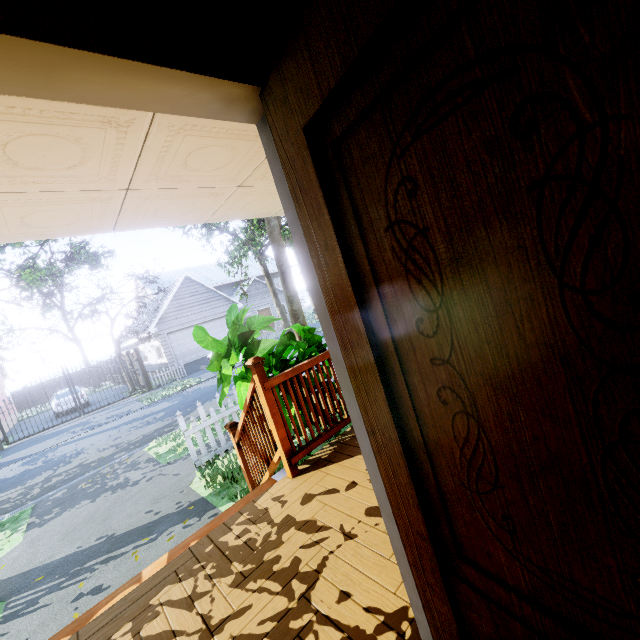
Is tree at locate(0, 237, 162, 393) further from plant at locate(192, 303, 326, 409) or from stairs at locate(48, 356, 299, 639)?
stairs at locate(48, 356, 299, 639)

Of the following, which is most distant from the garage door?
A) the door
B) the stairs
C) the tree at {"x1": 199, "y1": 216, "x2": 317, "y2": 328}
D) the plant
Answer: the door

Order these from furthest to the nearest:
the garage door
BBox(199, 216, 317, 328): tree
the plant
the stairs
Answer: the garage door
BBox(199, 216, 317, 328): tree
the plant
the stairs

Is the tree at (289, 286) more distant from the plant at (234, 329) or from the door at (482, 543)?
the door at (482, 543)

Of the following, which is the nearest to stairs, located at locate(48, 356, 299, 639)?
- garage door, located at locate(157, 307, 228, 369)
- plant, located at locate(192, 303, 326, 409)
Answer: plant, located at locate(192, 303, 326, 409)

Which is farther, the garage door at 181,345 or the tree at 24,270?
→ the garage door at 181,345

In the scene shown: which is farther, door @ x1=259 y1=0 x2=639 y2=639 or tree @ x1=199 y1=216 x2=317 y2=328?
tree @ x1=199 y1=216 x2=317 y2=328

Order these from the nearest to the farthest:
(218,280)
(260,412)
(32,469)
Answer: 1. (260,412)
2. (32,469)
3. (218,280)
